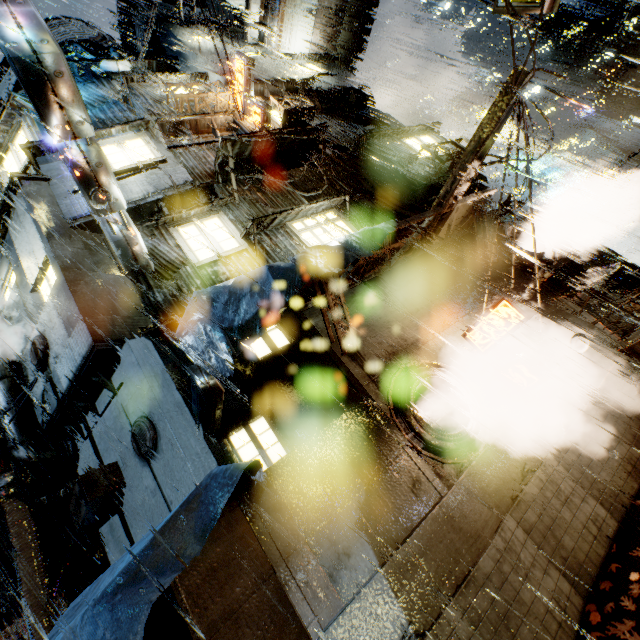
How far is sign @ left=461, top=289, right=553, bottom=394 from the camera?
7.86m

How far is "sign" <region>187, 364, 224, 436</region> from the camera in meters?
5.2 m

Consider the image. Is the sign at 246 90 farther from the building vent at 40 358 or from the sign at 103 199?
the building vent at 40 358

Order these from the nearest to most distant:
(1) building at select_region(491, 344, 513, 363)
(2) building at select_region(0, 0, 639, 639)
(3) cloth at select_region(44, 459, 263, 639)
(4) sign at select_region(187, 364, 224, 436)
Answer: (3) cloth at select_region(44, 459, 263, 639)
(4) sign at select_region(187, 364, 224, 436)
(2) building at select_region(0, 0, 639, 639)
(1) building at select_region(491, 344, 513, 363)

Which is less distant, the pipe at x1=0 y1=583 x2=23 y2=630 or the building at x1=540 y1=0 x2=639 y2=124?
the pipe at x1=0 y1=583 x2=23 y2=630

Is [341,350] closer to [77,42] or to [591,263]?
[591,263]

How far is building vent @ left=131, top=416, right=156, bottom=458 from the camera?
7.15m

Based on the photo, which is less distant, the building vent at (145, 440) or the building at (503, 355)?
the building vent at (145, 440)
